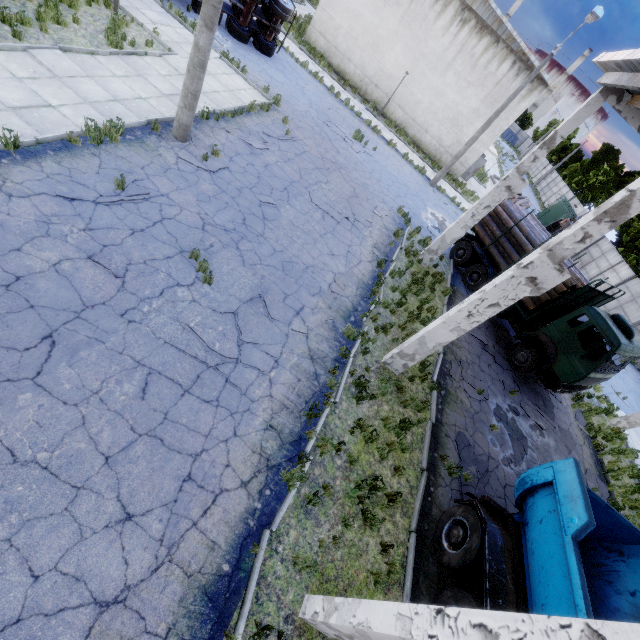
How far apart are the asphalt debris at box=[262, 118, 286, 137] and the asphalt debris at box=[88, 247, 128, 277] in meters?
9.4 m

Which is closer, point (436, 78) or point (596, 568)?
point (596, 568)

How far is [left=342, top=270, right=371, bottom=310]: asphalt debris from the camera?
10.3m

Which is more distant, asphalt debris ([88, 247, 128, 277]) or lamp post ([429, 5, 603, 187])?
lamp post ([429, 5, 603, 187])

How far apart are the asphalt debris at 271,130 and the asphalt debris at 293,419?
11.8 meters

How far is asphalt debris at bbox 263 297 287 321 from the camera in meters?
8.2

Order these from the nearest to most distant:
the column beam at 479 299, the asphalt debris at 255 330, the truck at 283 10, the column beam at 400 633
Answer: the column beam at 400 633 → the column beam at 479 299 → the asphalt debris at 255 330 → the truck at 283 10

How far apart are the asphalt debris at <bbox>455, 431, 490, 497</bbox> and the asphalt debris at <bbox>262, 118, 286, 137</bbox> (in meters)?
13.37
